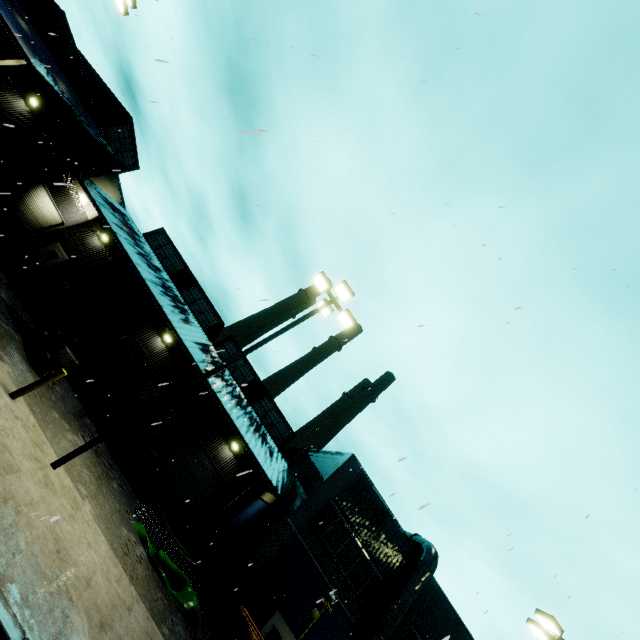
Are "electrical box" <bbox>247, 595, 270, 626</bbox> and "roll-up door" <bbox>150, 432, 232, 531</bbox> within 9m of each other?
yes

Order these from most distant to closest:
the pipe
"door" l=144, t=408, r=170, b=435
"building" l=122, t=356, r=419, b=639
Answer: "door" l=144, t=408, r=170, b=435 → "building" l=122, t=356, r=419, b=639 → the pipe

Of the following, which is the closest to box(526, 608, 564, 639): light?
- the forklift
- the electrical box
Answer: the electrical box

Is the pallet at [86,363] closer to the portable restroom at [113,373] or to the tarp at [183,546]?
the portable restroom at [113,373]

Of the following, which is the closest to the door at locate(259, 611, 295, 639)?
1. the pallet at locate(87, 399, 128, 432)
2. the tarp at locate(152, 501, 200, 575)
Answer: the tarp at locate(152, 501, 200, 575)

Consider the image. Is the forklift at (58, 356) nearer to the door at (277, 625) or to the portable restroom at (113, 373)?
the portable restroom at (113, 373)

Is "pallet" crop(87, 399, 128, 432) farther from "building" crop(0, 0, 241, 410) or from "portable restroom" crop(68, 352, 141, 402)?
"building" crop(0, 0, 241, 410)

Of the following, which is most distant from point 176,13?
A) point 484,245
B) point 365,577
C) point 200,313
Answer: point 365,577
